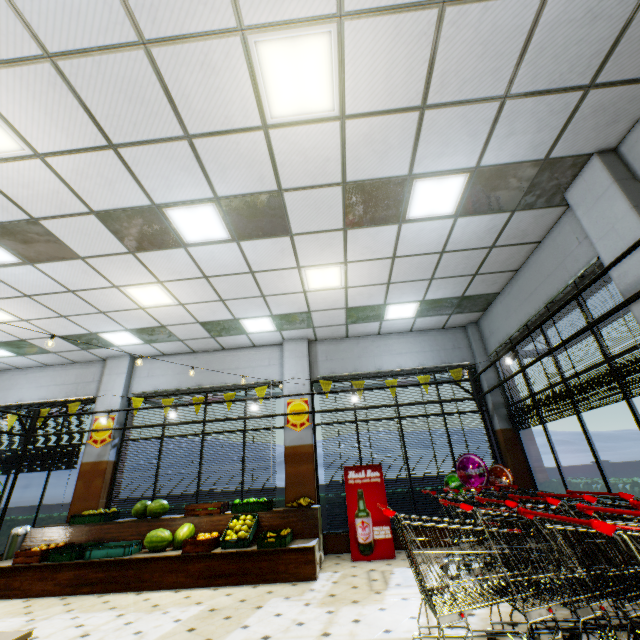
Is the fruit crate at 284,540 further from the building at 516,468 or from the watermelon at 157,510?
the watermelon at 157,510

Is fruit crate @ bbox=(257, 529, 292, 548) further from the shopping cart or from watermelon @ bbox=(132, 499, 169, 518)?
the shopping cart

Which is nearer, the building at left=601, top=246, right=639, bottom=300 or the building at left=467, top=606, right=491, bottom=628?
the building at left=467, top=606, right=491, bottom=628

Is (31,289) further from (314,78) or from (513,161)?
(513,161)

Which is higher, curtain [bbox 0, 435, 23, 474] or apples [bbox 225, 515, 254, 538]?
curtain [bbox 0, 435, 23, 474]

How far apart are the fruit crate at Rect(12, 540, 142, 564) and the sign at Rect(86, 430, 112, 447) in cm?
237

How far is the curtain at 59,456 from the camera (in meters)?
8.07

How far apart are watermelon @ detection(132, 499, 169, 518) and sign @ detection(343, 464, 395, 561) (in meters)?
3.85
